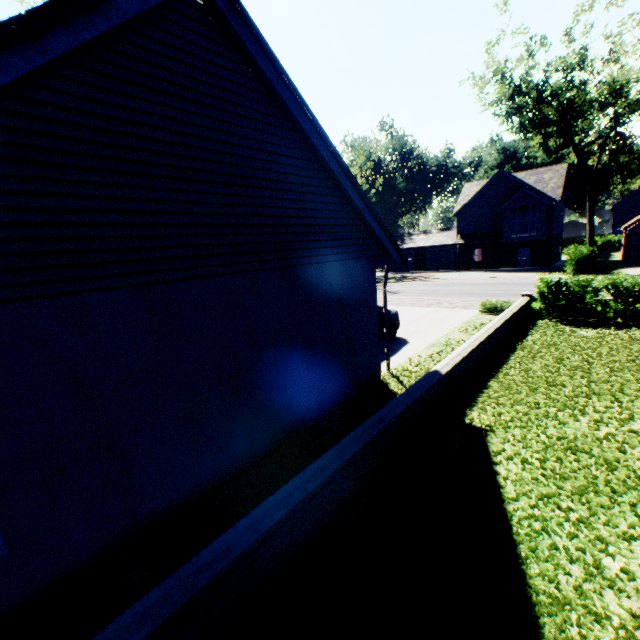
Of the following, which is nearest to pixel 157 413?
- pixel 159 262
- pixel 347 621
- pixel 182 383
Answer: pixel 182 383

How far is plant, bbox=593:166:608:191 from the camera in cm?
5675

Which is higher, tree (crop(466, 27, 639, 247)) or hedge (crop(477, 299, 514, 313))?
tree (crop(466, 27, 639, 247))

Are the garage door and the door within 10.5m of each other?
yes

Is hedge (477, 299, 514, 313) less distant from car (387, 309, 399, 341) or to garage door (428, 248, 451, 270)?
car (387, 309, 399, 341)

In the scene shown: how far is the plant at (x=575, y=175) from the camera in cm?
5630

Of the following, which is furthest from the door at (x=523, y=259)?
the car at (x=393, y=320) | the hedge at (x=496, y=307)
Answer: the car at (x=393, y=320)

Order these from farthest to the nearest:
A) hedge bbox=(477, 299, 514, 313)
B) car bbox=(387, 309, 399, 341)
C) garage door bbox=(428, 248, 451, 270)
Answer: garage door bbox=(428, 248, 451, 270)
hedge bbox=(477, 299, 514, 313)
car bbox=(387, 309, 399, 341)
